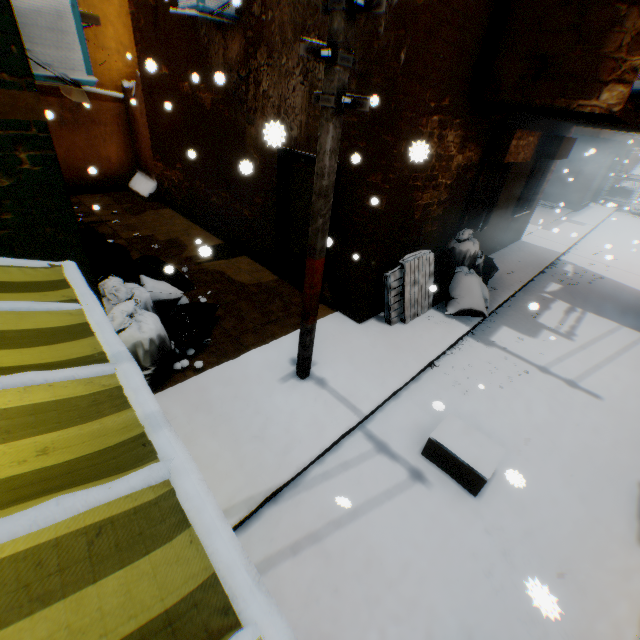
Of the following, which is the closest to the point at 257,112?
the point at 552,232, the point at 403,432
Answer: the point at 403,432

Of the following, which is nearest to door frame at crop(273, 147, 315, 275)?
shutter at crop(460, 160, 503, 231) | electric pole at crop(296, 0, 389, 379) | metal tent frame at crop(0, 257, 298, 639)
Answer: electric pole at crop(296, 0, 389, 379)

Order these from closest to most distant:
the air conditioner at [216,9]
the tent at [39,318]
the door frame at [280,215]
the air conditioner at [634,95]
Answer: the tent at [39,318]
the air conditioner at [634,95]
the air conditioner at [216,9]
the door frame at [280,215]

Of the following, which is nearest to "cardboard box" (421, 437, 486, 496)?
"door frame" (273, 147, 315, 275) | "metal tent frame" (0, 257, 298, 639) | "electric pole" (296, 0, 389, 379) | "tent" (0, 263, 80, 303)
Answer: "tent" (0, 263, 80, 303)

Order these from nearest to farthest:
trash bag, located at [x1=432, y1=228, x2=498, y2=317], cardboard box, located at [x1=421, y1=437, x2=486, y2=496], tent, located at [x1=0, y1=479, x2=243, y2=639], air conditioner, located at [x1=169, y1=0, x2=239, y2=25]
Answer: tent, located at [x1=0, y1=479, x2=243, y2=639] < cardboard box, located at [x1=421, y1=437, x2=486, y2=496] < air conditioner, located at [x1=169, y1=0, x2=239, y2=25] < trash bag, located at [x1=432, y1=228, x2=498, y2=317]

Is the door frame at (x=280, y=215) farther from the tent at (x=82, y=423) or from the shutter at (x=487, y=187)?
the shutter at (x=487, y=187)

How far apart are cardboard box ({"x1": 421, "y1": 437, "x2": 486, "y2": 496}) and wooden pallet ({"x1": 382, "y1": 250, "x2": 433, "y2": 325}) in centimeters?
180cm

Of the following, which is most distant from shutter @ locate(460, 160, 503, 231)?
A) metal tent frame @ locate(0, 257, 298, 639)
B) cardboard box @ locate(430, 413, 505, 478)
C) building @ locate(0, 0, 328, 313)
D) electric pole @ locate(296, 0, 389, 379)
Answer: metal tent frame @ locate(0, 257, 298, 639)
